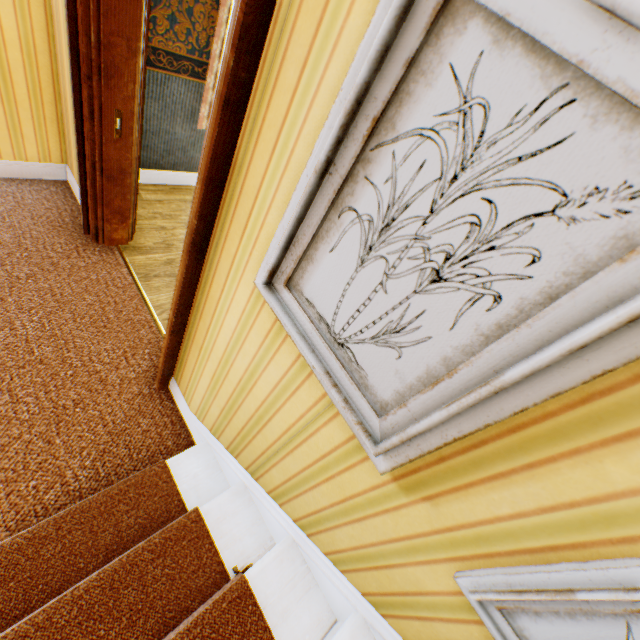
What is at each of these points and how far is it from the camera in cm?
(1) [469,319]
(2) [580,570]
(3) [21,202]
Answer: (1) picture frame, 65
(2) picture frame, 62
(3) building, 269
